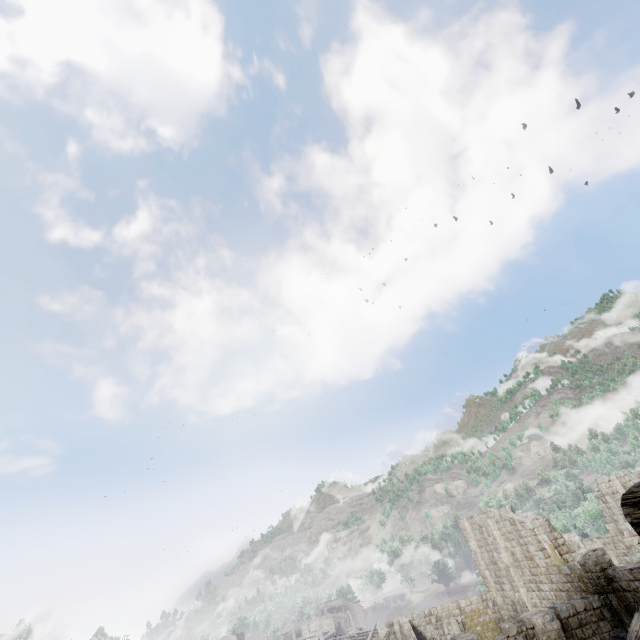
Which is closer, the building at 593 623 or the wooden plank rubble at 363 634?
the building at 593 623

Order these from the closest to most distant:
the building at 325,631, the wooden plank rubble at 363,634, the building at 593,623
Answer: the building at 593,623, the wooden plank rubble at 363,634, the building at 325,631

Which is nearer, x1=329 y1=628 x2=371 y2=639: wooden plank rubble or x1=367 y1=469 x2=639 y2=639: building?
x1=367 y1=469 x2=639 y2=639: building

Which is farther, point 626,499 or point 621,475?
point 621,475

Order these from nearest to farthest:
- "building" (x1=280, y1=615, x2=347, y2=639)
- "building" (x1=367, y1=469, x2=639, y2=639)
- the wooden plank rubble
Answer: "building" (x1=367, y1=469, x2=639, y2=639) → the wooden plank rubble → "building" (x1=280, y1=615, x2=347, y2=639)

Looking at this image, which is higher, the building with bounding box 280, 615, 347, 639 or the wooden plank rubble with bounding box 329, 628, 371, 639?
the building with bounding box 280, 615, 347, 639
